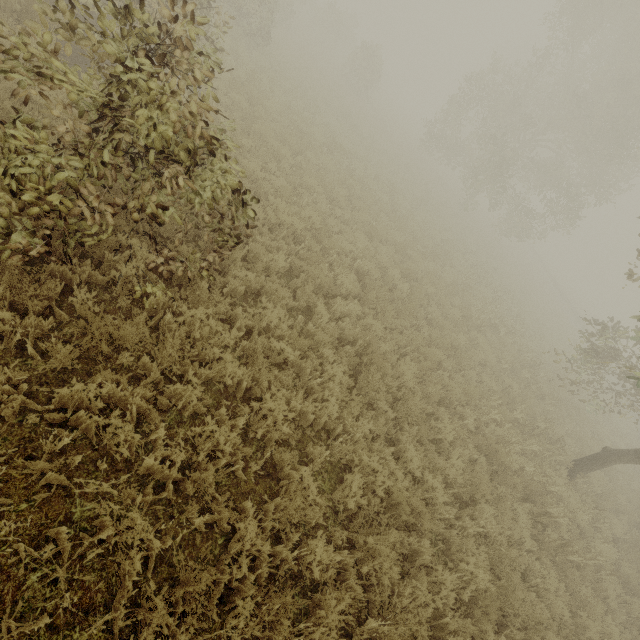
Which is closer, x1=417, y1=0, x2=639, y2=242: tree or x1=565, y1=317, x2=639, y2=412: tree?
x1=565, y1=317, x2=639, y2=412: tree

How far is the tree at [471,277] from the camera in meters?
12.4 m

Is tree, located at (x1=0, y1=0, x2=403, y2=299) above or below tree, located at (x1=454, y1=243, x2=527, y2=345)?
above

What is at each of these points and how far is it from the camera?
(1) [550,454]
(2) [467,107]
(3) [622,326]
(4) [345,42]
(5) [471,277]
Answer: (1) tree, 9.3 meters
(2) tree, 21.8 meters
(3) tree, 12.4 meters
(4) tree, 36.1 meters
(5) tree, 15.5 meters

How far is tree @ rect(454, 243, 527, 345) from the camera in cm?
1242

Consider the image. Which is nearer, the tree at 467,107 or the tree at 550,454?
the tree at 550,454

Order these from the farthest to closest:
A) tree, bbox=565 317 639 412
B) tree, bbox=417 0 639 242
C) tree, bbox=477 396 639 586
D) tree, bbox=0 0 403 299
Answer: tree, bbox=417 0 639 242, tree, bbox=565 317 639 412, tree, bbox=477 396 639 586, tree, bbox=0 0 403 299
